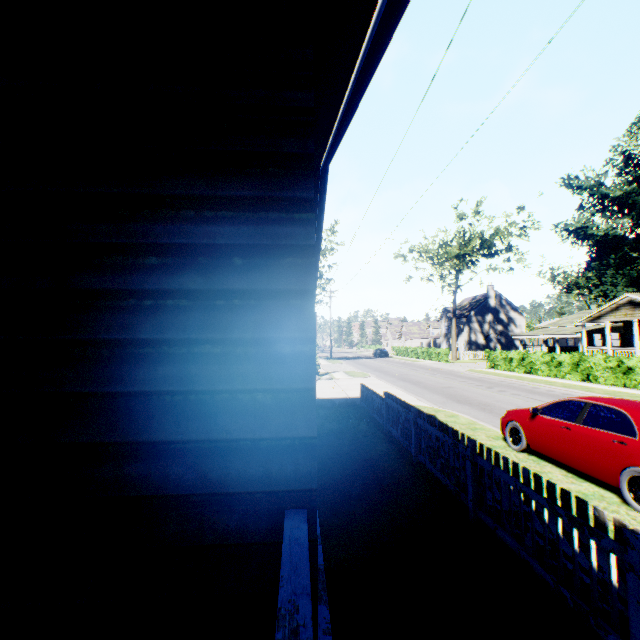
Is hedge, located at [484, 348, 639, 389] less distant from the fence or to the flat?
the flat

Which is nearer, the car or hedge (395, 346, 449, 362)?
the car

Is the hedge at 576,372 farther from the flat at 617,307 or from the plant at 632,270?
the plant at 632,270

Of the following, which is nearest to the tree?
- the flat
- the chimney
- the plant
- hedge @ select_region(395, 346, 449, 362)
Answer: the plant

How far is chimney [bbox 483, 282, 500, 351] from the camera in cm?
5354

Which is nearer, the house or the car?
the house

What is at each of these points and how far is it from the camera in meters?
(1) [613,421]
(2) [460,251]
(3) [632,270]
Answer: (1) car, 5.8 m
(2) tree, 41.3 m
(3) plant, 55.9 m

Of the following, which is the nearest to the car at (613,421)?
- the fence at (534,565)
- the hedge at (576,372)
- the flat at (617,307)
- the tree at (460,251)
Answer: the fence at (534,565)
